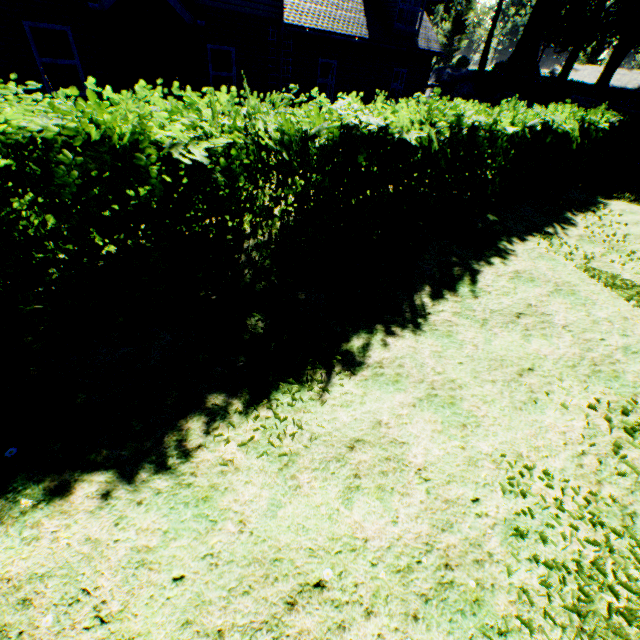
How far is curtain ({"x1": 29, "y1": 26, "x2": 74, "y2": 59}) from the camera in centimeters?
877cm

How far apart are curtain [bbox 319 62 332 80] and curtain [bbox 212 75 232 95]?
4.0m

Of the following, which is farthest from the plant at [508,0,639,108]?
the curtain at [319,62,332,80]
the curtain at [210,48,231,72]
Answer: the curtain at [210,48,231,72]

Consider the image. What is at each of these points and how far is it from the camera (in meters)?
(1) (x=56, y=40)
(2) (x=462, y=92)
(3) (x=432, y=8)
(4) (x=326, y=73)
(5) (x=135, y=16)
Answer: (1) curtain, 9.00
(2) rock, 26.44
(3) plant, 59.75
(4) curtain, 14.58
(5) chimney, 9.15

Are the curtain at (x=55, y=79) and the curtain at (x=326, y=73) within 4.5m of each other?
no

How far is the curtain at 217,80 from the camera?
11.96m

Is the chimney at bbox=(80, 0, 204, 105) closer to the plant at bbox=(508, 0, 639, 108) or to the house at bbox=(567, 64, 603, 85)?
the plant at bbox=(508, 0, 639, 108)

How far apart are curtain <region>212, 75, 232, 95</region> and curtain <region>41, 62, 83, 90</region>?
3.9 meters
